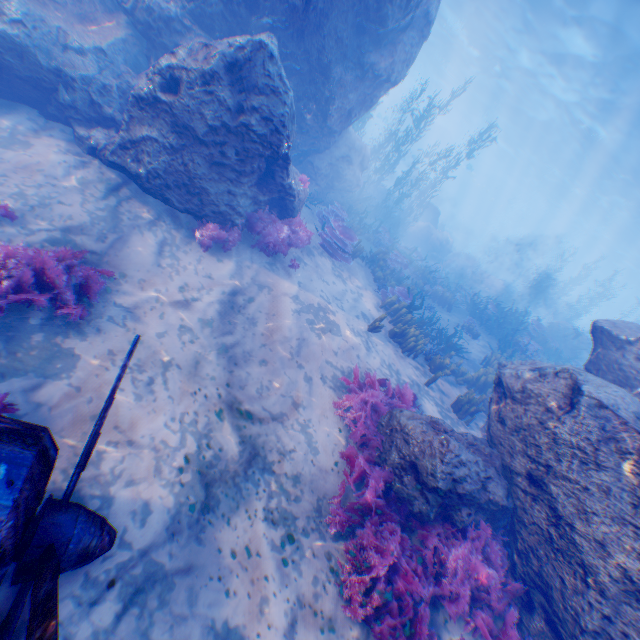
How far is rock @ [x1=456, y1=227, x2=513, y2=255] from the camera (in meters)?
52.97

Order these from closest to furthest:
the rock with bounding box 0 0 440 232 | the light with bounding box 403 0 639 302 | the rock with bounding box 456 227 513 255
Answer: the rock with bounding box 0 0 440 232, the light with bounding box 403 0 639 302, the rock with bounding box 456 227 513 255

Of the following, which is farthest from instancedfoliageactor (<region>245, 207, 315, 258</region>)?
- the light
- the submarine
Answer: the submarine

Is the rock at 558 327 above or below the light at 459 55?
below

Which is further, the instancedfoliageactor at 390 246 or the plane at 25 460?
the instancedfoliageactor at 390 246

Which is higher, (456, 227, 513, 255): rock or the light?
the light

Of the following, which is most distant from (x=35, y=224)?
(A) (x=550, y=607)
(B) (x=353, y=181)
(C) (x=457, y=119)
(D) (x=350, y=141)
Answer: (C) (x=457, y=119)
